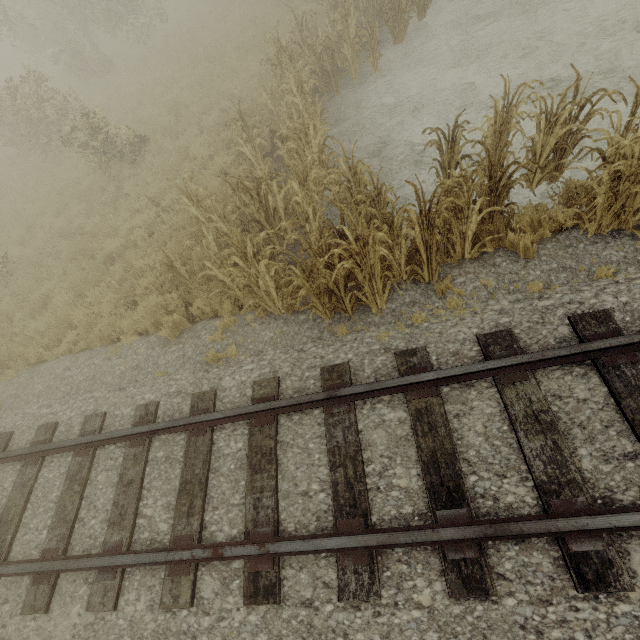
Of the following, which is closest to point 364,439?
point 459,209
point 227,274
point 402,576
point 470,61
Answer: point 402,576
